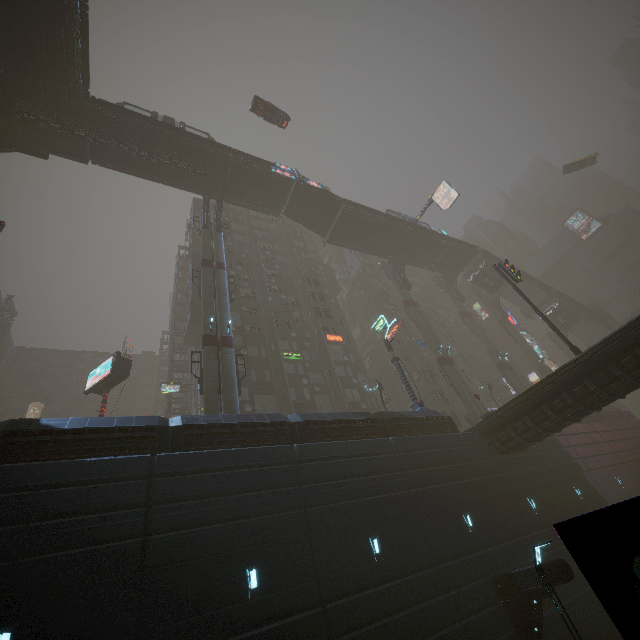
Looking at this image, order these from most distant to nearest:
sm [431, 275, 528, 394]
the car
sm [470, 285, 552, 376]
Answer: sm [470, 285, 552, 376], sm [431, 275, 528, 394], the car

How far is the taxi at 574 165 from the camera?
46.4 meters

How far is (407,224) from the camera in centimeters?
4159cm

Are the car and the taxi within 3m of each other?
yes

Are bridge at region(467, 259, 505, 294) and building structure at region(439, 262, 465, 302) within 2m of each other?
no

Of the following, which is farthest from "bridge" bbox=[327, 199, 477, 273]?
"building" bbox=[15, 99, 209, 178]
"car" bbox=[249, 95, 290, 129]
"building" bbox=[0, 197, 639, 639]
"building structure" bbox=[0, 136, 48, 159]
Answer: "building structure" bbox=[0, 136, 48, 159]

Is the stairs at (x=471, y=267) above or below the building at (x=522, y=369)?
above

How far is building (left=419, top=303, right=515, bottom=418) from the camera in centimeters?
4669cm
